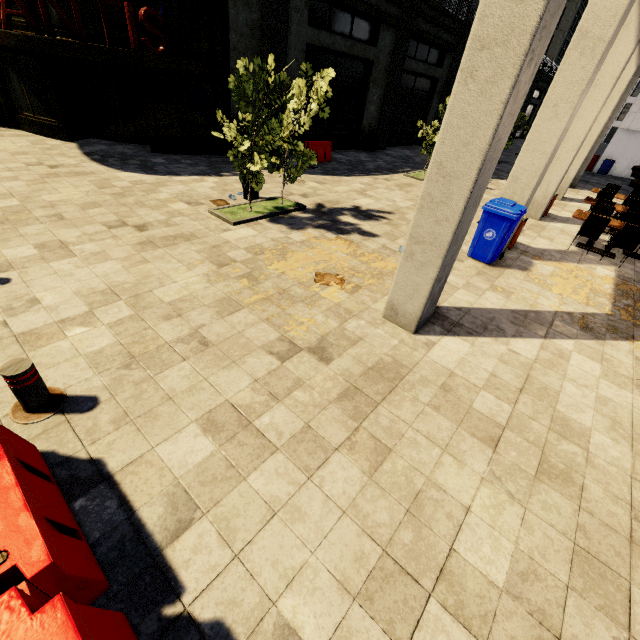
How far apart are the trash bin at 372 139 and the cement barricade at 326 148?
4.6m

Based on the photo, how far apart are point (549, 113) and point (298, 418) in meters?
7.7 m

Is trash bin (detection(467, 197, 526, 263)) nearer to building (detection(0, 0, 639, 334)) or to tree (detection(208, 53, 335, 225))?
building (detection(0, 0, 639, 334))

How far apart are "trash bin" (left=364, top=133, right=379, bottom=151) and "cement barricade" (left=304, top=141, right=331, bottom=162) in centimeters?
465cm

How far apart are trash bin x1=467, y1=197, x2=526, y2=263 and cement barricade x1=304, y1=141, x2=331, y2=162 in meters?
8.5

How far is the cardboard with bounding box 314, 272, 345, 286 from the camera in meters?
5.8 m

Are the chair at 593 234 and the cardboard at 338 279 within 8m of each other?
no

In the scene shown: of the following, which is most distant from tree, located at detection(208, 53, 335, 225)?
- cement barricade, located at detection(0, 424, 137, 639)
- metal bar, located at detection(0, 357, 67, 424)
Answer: cement barricade, located at detection(0, 424, 137, 639)
